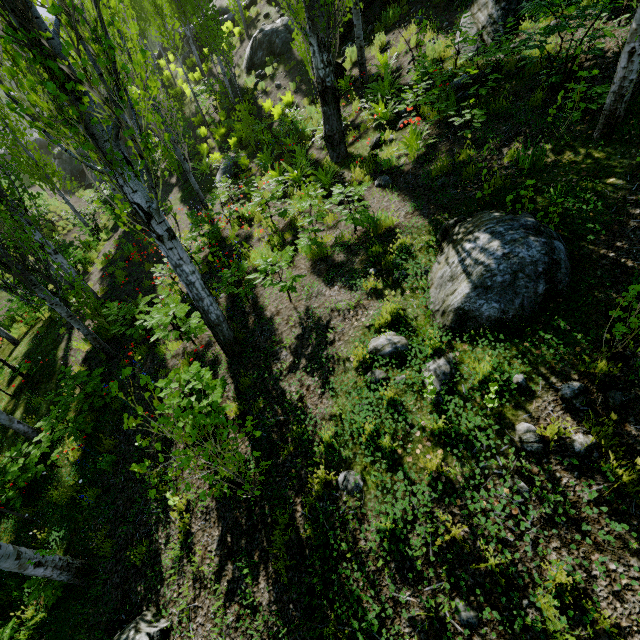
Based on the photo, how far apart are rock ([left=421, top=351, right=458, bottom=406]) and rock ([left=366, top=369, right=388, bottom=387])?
0.4m

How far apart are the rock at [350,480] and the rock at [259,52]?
19.48m

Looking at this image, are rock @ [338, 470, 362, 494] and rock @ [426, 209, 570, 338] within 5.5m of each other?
yes

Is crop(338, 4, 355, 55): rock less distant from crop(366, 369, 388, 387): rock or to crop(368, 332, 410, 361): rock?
crop(368, 332, 410, 361): rock

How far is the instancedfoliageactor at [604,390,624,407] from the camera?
2.9m

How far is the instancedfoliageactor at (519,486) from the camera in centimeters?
294cm

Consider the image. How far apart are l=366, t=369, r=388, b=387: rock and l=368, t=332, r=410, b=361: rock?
0.05m

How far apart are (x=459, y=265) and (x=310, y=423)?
2.9 meters
